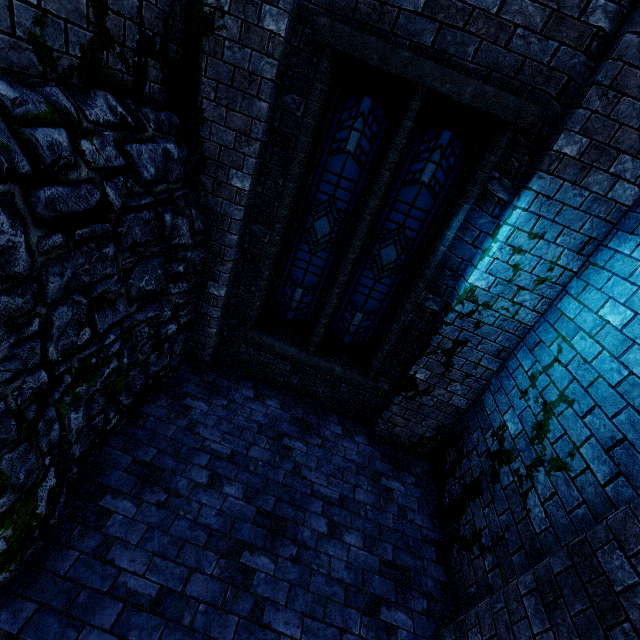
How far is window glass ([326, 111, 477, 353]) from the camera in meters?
3.8 m

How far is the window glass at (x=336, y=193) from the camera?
3.8m

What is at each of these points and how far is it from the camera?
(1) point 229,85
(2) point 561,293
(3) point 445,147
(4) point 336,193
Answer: (1) building, 3.3m
(2) building, 3.8m
(3) window glass, 3.8m
(4) window glass, 4.2m

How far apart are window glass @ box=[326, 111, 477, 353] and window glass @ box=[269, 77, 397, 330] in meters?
0.2

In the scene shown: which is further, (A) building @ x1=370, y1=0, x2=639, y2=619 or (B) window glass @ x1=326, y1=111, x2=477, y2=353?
(B) window glass @ x1=326, y1=111, x2=477, y2=353

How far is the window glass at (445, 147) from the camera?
3.8m

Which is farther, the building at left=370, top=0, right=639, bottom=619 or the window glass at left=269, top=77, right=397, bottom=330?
the window glass at left=269, top=77, right=397, bottom=330
